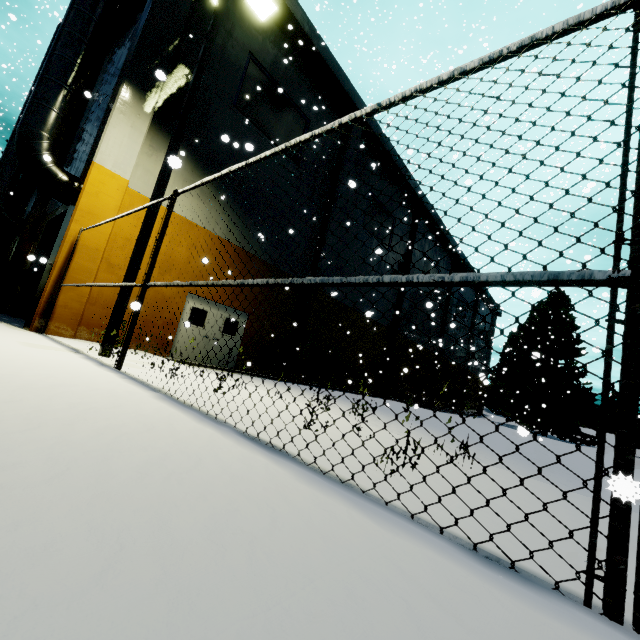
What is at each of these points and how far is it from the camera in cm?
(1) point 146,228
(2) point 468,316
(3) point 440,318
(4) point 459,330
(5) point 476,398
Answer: (1) light, 662
(2) building, 3919
(3) building, 3200
(4) building, 3691
(5) building, 4491

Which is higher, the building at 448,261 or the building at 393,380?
the building at 448,261

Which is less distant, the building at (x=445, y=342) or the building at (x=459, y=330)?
the building at (x=445, y=342)

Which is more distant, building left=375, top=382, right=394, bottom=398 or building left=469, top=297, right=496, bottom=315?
building left=469, top=297, right=496, bottom=315

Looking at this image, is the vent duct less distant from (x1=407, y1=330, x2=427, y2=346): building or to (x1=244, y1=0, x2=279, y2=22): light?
(x1=407, y1=330, x2=427, y2=346): building
